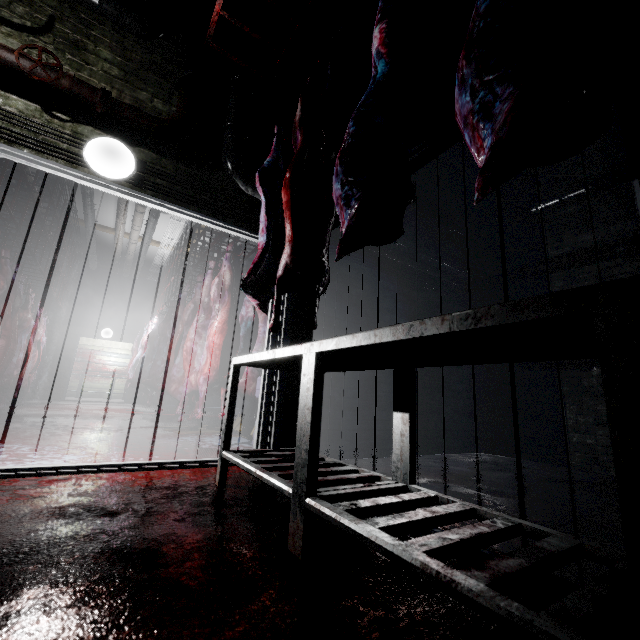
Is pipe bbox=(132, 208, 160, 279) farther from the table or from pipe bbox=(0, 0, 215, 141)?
the table

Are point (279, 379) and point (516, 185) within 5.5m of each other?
yes

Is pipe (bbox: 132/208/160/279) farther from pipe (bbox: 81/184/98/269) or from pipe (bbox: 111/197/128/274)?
pipe (bbox: 81/184/98/269)

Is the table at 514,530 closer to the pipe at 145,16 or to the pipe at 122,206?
the pipe at 145,16

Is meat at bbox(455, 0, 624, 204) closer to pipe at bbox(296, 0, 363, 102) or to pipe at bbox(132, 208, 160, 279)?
pipe at bbox(296, 0, 363, 102)

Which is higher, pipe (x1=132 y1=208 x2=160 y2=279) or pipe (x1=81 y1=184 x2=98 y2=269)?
pipe (x1=132 y1=208 x2=160 y2=279)

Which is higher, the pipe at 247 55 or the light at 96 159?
the pipe at 247 55

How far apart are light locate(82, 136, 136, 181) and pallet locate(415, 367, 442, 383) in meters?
3.0 m
